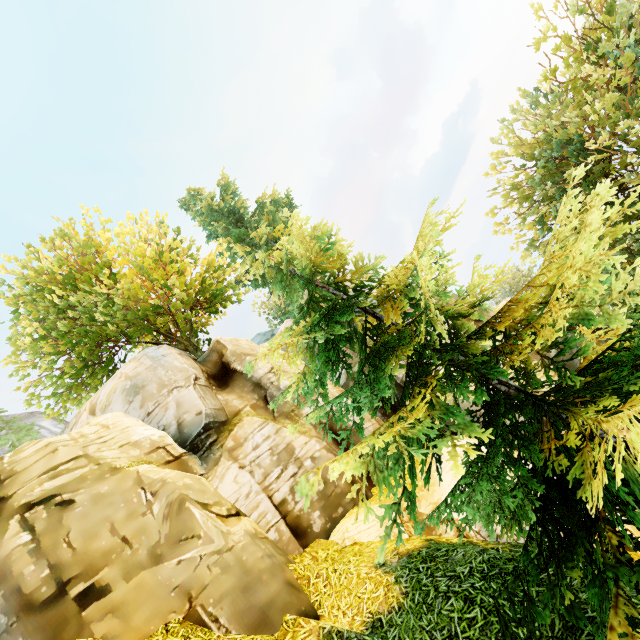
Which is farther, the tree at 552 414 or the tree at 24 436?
the tree at 24 436

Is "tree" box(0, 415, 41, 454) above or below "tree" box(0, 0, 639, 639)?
above

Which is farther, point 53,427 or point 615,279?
point 53,427

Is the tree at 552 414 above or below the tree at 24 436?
below

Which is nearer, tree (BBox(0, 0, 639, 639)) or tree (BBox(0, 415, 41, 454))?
tree (BBox(0, 0, 639, 639))
